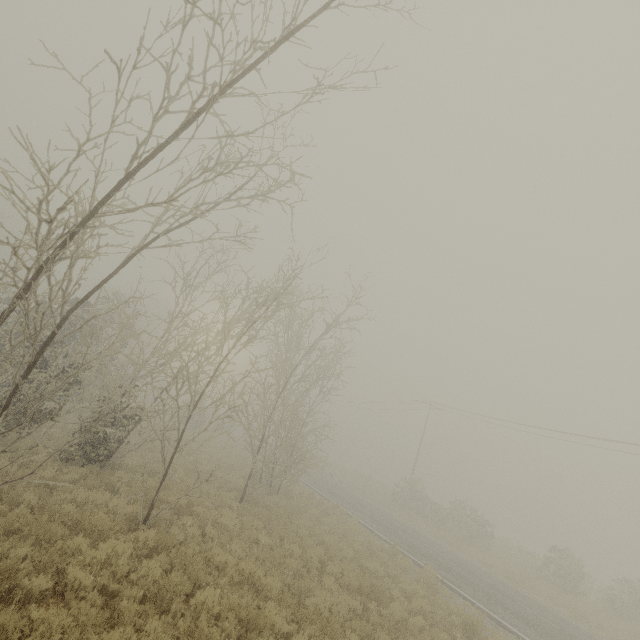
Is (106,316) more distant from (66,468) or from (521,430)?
(521,430)
